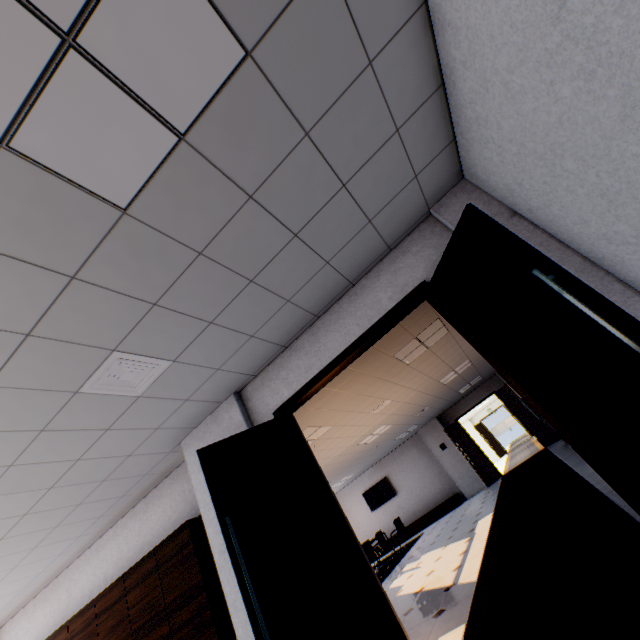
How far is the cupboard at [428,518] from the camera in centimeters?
1241cm

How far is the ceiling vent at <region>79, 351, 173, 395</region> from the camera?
2.4m

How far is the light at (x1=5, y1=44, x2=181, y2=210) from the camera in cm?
127

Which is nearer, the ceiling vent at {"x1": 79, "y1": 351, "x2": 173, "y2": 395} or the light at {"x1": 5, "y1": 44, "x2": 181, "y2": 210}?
the light at {"x1": 5, "y1": 44, "x2": 181, "y2": 210}

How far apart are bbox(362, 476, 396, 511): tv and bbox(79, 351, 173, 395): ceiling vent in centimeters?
1379cm

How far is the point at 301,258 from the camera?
2.63m

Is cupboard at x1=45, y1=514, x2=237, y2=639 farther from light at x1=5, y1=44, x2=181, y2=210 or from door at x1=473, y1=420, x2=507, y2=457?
door at x1=473, y1=420, x2=507, y2=457

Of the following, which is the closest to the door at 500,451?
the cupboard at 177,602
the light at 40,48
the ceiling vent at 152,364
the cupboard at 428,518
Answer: the cupboard at 428,518
